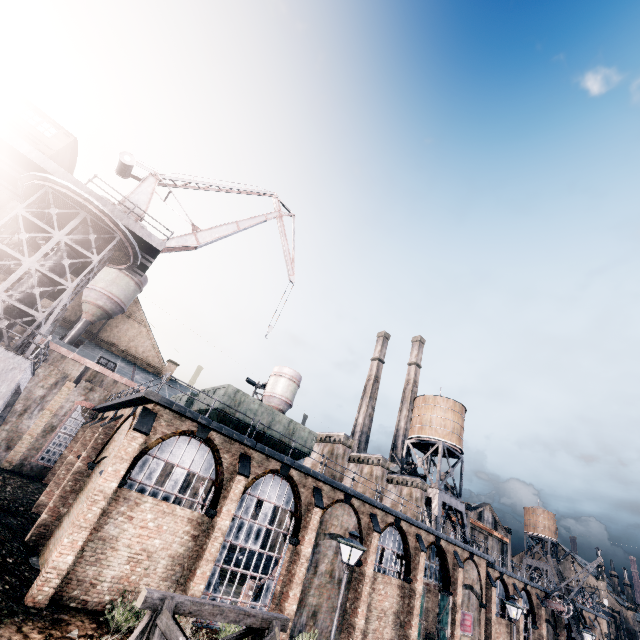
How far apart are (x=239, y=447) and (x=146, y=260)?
18.7 meters

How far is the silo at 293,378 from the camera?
A: 48.84m

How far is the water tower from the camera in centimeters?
3752cm

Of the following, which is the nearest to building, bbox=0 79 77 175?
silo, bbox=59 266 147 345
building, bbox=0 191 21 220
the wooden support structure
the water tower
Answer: silo, bbox=59 266 147 345

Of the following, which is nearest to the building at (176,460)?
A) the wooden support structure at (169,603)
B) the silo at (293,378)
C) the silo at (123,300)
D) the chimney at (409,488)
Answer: the chimney at (409,488)

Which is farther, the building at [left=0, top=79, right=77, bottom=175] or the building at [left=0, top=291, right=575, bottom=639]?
the building at [left=0, top=79, right=77, bottom=175]

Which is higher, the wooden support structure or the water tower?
the water tower

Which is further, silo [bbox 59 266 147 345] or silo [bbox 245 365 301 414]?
silo [bbox 245 365 301 414]
